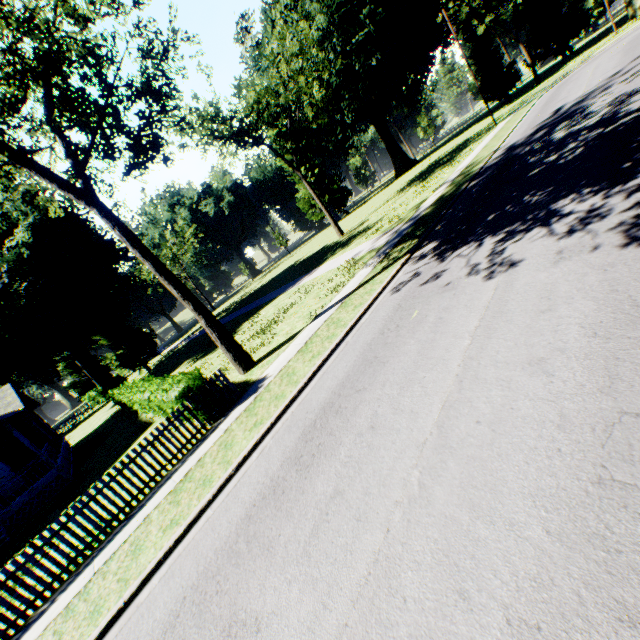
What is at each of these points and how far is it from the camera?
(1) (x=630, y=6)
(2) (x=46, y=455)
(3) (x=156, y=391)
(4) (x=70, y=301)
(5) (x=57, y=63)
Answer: (1) plant, 39.53m
(2) house, 16.27m
(3) hedge, 12.37m
(4) plant, 26.61m
(5) tree, 13.38m

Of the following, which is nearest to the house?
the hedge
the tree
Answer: the hedge

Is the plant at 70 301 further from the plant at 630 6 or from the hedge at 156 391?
the plant at 630 6

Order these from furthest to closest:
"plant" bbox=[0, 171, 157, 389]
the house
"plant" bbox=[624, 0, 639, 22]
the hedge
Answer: "plant" bbox=[624, 0, 639, 22] < "plant" bbox=[0, 171, 157, 389] < the house < the hedge

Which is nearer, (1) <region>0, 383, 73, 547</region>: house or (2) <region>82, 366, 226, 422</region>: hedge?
(2) <region>82, 366, 226, 422</region>: hedge

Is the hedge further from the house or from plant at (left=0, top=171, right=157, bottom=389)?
plant at (left=0, top=171, right=157, bottom=389)

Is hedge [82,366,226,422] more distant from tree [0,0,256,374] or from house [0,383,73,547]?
house [0,383,73,547]

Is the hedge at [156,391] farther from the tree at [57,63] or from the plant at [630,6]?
the plant at [630,6]
